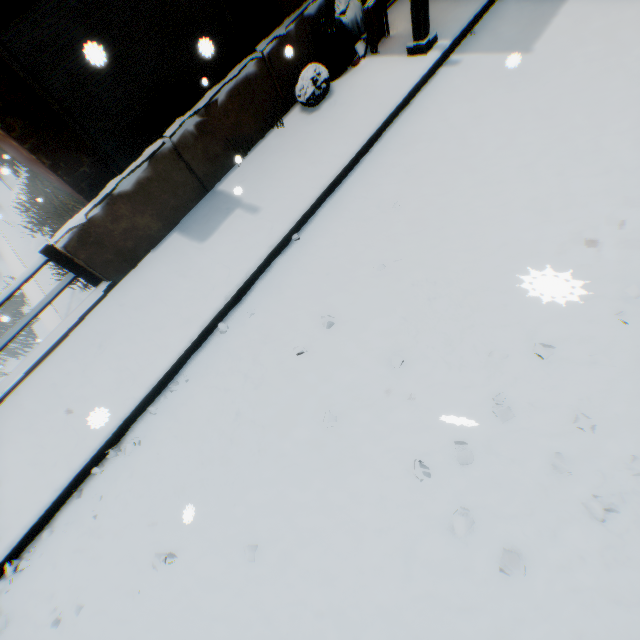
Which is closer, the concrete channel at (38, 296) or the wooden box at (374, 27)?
the wooden box at (374, 27)

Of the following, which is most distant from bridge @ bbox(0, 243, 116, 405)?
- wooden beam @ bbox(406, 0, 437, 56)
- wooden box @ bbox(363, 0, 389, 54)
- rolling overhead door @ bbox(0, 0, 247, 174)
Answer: wooden box @ bbox(363, 0, 389, 54)

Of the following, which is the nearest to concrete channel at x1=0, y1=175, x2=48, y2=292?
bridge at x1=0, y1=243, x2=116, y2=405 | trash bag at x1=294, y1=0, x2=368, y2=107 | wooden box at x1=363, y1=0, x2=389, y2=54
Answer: bridge at x1=0, y1=243, x2=116, y2=405

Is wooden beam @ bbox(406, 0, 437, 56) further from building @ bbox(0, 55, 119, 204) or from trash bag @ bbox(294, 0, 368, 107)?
trash bag @ bbox(294, 0, 368, 107)

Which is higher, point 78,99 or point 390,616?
point 78,99

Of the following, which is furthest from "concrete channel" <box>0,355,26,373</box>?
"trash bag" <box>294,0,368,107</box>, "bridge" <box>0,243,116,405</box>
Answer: "trash bag" <box>294,0,368,107</box>

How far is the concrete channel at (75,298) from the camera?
6.01m

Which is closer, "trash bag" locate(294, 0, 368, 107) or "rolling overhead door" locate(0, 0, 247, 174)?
"rolling overhead door" locate(0, 0, 247, 174)
